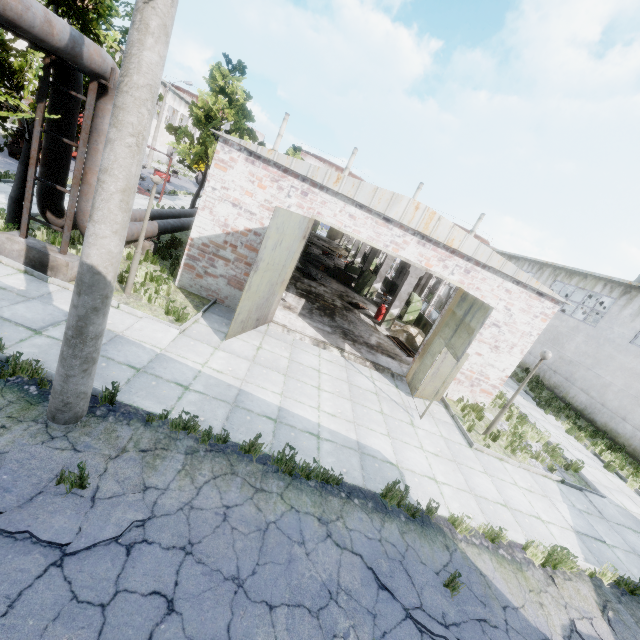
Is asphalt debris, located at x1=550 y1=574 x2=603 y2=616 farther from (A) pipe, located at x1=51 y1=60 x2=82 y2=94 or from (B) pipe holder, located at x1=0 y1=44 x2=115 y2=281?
(A) pipe, located at x1=51 y1=60 x2=82 y2=94

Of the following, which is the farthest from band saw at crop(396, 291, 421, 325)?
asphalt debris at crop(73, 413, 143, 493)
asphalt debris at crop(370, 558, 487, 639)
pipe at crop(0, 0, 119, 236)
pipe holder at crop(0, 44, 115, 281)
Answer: asphalt debris at crop(73, 413, 143, 493)

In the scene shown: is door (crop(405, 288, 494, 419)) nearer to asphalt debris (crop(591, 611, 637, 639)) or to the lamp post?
asphalt debris (crop(591, 611, 637, 639))

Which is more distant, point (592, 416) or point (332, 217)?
point (592, 416)

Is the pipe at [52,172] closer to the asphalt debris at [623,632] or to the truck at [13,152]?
the truck at [13,152]

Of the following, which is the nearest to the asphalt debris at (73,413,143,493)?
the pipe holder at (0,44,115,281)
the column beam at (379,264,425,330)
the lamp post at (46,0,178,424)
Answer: the lamp post at (46,0,178,424)

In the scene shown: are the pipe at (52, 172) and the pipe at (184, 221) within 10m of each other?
yes

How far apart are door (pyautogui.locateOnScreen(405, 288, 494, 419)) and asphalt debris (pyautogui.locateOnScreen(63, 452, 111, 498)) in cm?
750
